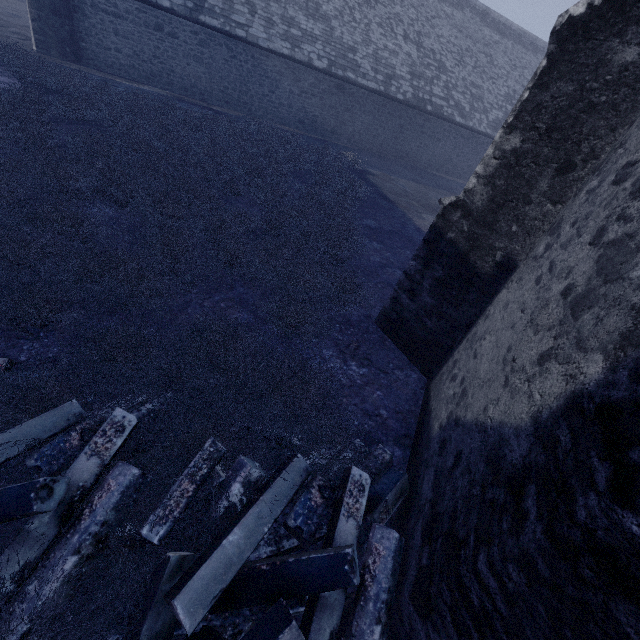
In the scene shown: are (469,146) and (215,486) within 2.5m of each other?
no
